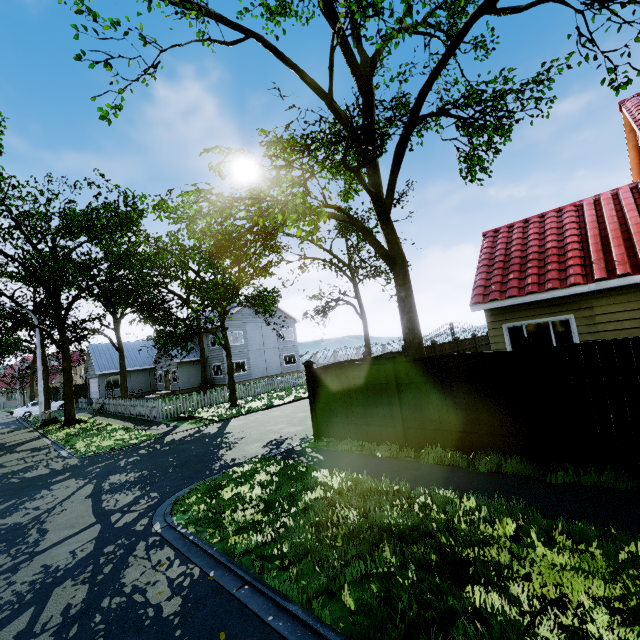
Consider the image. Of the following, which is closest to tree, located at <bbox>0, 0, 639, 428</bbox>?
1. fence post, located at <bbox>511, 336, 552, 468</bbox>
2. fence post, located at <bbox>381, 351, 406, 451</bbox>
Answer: fence post, located at <bbox>381, 351, 406, 451</bbox>

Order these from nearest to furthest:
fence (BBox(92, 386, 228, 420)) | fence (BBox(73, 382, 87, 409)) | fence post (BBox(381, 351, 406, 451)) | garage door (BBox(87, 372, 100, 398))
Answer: fence post (BBox(381, 351, 406, 451)) < fence (BBox(92, 386, 228, 420)) < fence (BBox(73, 382, 87, 409)) < garage door (BBox(87, 372, 100, 398))

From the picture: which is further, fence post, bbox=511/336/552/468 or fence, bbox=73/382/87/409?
fence, bbox=73/382/87/409

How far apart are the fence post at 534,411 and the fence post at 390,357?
2.5m

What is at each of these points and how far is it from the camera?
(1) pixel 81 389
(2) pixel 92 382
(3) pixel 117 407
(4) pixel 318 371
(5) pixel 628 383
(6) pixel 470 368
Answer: (1) fence, 39.2 meters
(2) garage door, 36.9 meters
(3) fence, 22.9 meters
(4) fence, 9.4 meters
(5) fence, 4.9 meters
(6) fence, 6.5 meters

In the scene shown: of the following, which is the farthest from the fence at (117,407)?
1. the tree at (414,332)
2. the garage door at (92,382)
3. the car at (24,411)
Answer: the car at (24,411)

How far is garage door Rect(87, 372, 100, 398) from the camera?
34.38m

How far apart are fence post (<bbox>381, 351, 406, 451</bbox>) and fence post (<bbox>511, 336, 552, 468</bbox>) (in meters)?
2.48
